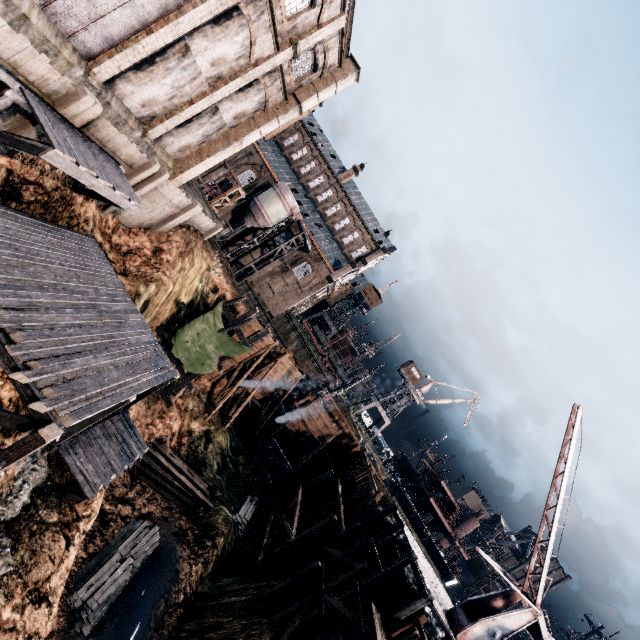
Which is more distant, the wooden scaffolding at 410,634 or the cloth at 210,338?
the cloth at 210,338

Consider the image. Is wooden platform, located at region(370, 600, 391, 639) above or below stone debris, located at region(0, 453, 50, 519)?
above

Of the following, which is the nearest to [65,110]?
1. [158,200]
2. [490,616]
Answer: [158,200]

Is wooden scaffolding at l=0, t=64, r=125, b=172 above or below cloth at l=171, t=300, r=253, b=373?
above

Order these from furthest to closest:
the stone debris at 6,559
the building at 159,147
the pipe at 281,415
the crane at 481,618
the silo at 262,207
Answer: the silo at 262,207, the pipe at 281,415, the crane at 481,618, the building at 159,147, the stone debris at 6,559

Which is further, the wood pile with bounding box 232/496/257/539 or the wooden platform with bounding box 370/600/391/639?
the wood pile with bounding box 232/496/257/539

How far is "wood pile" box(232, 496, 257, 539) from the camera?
27.5 meters

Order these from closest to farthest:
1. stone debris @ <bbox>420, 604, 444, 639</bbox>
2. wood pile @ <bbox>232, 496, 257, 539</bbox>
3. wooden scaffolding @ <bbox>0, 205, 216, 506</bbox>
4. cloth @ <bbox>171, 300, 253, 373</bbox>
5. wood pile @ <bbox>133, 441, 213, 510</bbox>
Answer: wooden scaffolding @ <bbox>0, 205, 216, 506</bbox>, stone debris @ <bbox>420, 604, 444, 639</bbox>, wood pile @ <bbox>133, 441, 213, 510</bbox>, cloth @ <bbox>171, 300, 253, 373</bbox>, wood pile @ <bbox>232, 496, 257, 539</bbox>
